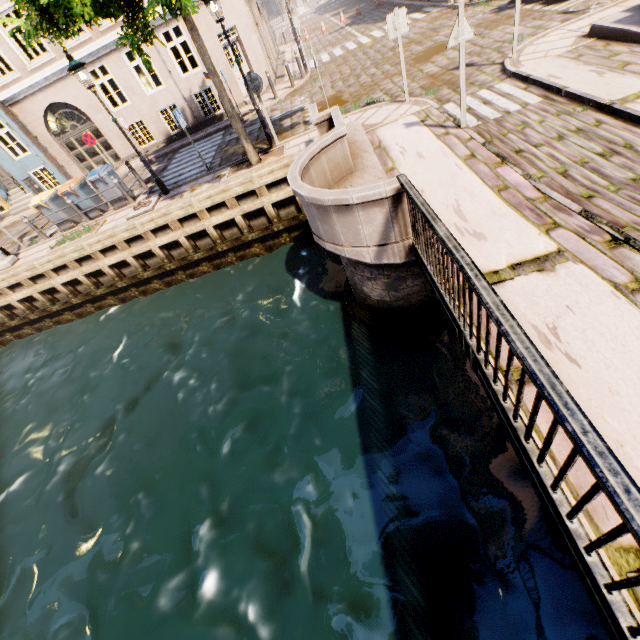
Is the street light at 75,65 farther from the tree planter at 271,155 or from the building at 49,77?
the building at 49,77

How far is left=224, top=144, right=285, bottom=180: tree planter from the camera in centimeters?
949cm

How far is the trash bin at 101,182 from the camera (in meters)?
11.29

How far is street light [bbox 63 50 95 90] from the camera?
8.3 meters

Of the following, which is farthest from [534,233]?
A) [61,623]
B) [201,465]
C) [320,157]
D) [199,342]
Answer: [61,623]

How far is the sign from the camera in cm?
564

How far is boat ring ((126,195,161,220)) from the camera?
A: 10.3 meters

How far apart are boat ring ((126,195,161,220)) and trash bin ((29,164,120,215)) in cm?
223
